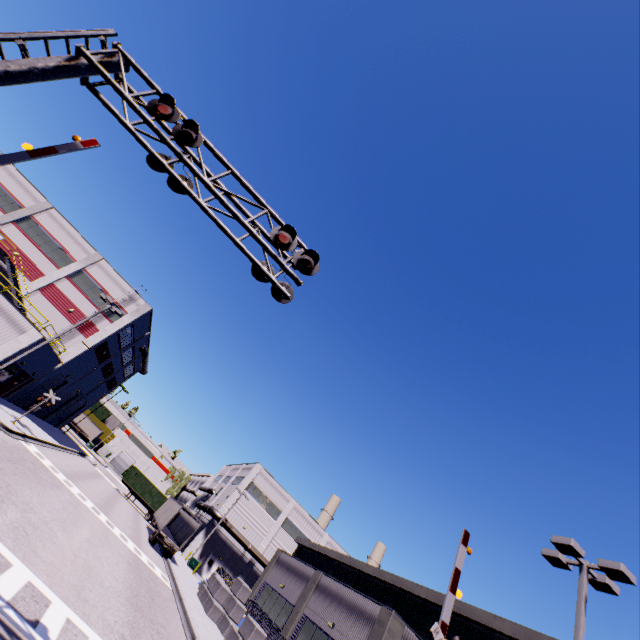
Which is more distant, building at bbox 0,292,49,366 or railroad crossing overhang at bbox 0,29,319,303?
building at bbox 0,292,49,366

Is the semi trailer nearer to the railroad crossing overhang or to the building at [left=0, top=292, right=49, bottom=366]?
the building at [left=0, top=292, right=49, bottom=366]

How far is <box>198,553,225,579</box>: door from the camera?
43.22m

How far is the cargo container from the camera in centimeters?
4756cm

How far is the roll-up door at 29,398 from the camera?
32.2m

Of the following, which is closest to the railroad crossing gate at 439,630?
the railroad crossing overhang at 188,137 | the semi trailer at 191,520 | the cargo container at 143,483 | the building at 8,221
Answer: the building at 8,221

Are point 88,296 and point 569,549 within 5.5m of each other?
no

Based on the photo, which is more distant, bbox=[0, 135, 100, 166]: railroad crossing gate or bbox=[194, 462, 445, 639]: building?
bbox=[194, 462, 445, 639]: building
